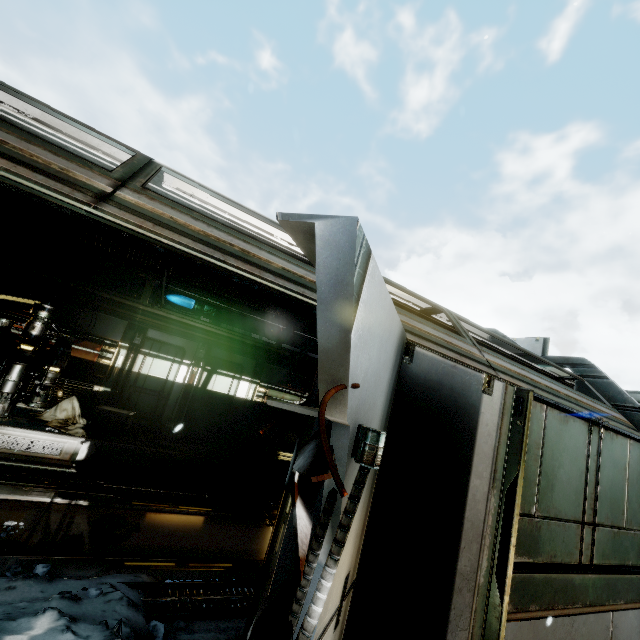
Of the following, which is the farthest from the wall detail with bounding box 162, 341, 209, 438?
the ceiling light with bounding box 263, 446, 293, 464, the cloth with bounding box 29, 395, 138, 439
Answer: the ceiling light with bounding box 263, 446, 293, 464

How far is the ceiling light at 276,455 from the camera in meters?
9.0 m

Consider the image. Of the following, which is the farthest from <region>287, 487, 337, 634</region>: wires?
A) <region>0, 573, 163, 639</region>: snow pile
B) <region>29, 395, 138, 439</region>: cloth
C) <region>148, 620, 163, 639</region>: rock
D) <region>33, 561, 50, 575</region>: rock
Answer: <region>29, 395, 138, 439</region>: cloth

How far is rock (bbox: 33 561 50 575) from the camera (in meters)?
3.29

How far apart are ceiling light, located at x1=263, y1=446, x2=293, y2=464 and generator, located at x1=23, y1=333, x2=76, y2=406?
5.10m

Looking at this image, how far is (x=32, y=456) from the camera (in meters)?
5.98

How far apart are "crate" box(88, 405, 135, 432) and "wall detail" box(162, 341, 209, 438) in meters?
0.9

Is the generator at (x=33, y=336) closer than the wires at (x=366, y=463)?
No
